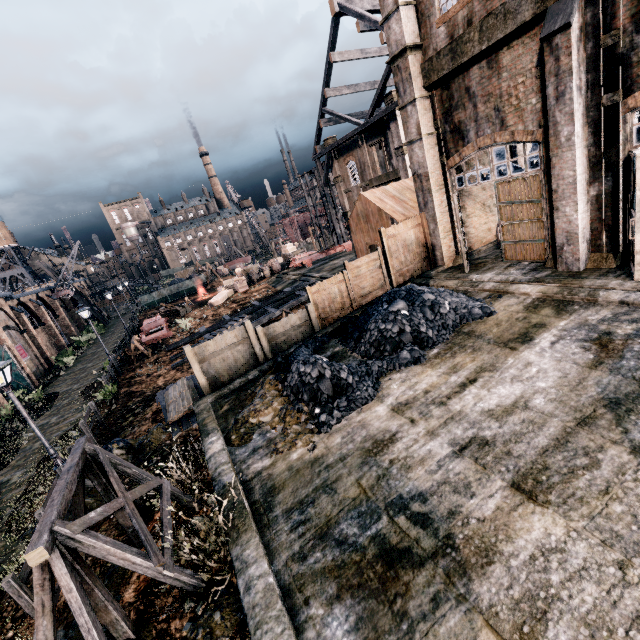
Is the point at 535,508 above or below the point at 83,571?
below

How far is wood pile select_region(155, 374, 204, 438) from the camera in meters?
13.5

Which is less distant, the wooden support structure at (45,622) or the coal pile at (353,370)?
the wooden support structure at (45,622)

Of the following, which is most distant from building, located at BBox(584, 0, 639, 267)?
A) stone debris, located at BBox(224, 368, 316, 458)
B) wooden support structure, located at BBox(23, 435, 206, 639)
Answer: stone debris, located at BBox(224, 368, 316, 458)

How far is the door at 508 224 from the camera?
12.38m

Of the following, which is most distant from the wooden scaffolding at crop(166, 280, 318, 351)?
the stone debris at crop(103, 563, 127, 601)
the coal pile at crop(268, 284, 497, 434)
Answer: the stone debris at crop(103, 563, 127, 601)

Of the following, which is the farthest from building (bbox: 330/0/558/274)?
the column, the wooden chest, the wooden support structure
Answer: the wooden chest

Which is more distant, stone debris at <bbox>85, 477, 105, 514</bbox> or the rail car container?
the rail car container
